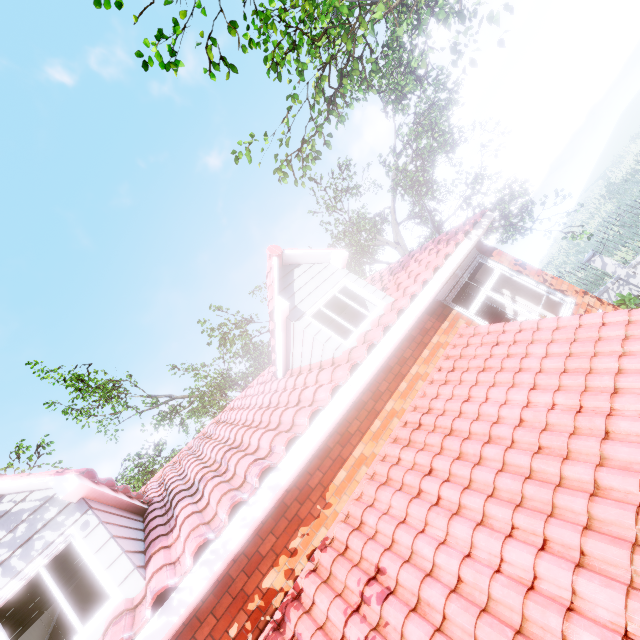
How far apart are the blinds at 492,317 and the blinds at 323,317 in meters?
4.2 m

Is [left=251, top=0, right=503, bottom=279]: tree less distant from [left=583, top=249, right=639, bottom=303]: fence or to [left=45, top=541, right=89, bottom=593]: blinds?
[left=583, top=249, right=639, bottom=303]: fence

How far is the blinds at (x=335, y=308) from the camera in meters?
6.9 m

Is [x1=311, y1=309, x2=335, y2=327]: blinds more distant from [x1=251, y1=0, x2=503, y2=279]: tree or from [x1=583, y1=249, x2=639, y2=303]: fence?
[x1=583, y1=249, x2=639, y2=303]: fence

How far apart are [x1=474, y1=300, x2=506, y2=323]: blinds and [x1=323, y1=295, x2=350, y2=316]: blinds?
4.2 meters

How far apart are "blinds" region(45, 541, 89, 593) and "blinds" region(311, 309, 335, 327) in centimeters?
470cm

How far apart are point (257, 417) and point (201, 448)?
2.2m
